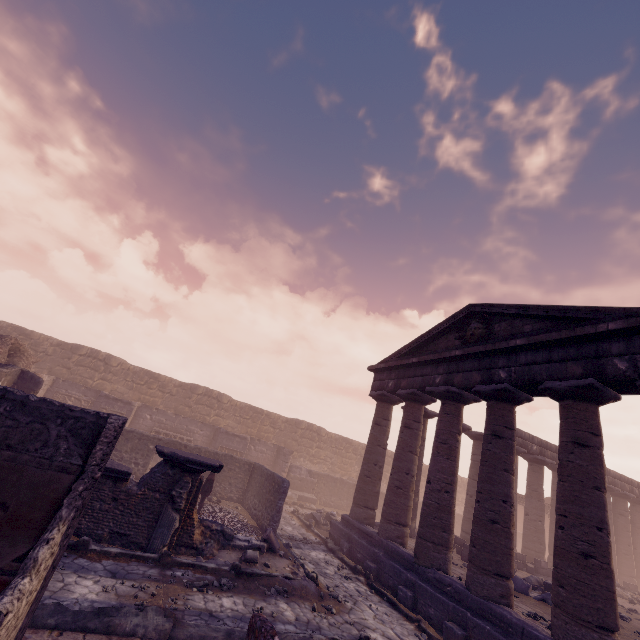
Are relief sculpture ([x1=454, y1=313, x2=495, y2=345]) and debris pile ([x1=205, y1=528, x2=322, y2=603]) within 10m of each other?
yes

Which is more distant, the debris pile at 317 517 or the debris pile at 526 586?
the debris pile at 317 517

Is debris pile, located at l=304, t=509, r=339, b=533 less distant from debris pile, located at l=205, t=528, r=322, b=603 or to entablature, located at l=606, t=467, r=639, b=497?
debris pile, located at l=205, t=528, r=322, b=603

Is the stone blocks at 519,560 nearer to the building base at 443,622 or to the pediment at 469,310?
the building base at 443,622

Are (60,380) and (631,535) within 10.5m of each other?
no

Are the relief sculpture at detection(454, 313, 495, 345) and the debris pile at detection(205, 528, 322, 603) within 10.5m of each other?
yes

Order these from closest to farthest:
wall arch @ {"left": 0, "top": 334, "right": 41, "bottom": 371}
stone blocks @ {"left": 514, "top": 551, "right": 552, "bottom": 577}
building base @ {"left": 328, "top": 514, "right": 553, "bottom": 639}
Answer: building base @ {"left": 328, "top": 514, "right": 553, "bottom": 639} → wall arch @ {"left": 0, "top": 334, "right": 41, "bottom": 371} → stone blocks @ {"left": 514, "top": 551, "right": 552, "bottom": 577}

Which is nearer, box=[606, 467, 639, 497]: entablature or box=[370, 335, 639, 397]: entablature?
box=[370, 335, 639, 397]: entablature
